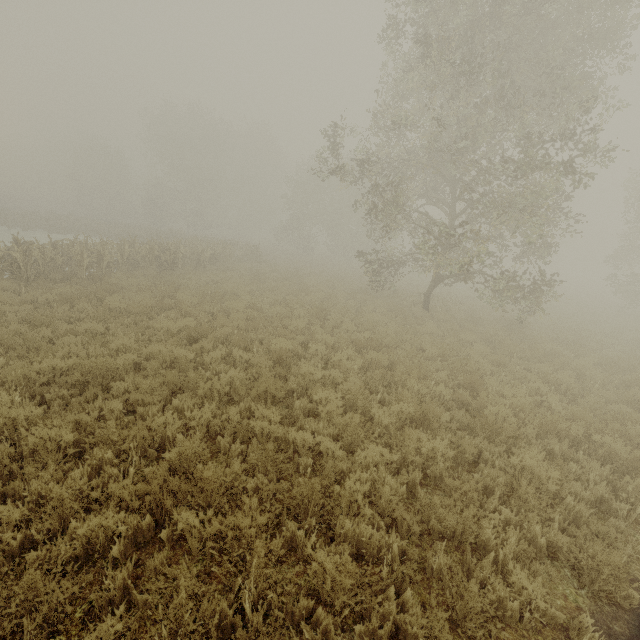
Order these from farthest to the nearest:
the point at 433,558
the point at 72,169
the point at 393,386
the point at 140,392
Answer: the point at 72,169 < the point at 393,386 < the point at 140,392 < the point at 433,558
